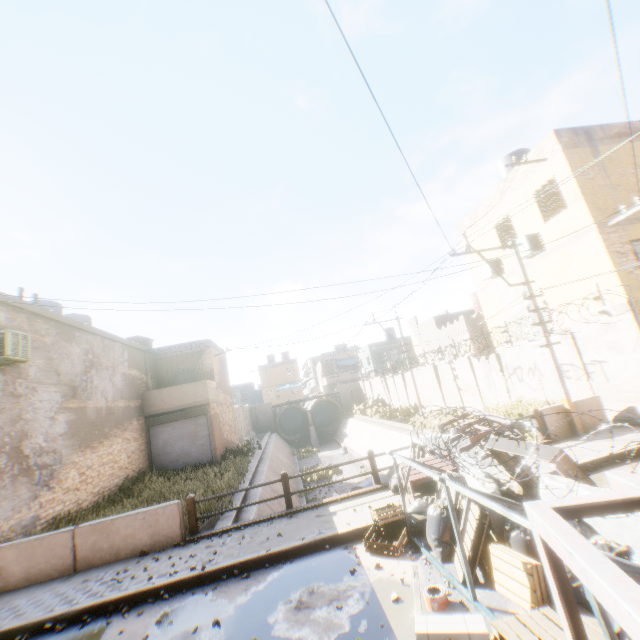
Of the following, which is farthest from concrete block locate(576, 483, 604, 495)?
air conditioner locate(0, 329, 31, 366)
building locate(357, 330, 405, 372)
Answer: building locate(357, 330, 405, 372)

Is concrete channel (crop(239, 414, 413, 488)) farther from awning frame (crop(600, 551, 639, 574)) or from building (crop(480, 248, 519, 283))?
awning frame (crop(600, 551, 639, 574))

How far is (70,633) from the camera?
5.28m

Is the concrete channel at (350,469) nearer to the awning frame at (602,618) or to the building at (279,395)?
the building at (279,395)

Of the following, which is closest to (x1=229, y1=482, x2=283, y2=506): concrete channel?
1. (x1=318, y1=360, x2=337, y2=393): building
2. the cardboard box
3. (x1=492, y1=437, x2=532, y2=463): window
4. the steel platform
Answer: the steel platform

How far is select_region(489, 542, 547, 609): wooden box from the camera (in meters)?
3.66

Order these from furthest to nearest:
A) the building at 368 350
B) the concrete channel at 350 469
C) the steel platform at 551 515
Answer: the building at 368 350 < the concrete channel at 350 469 < the steel platform at 551 515

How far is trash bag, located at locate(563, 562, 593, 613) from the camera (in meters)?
3.41
